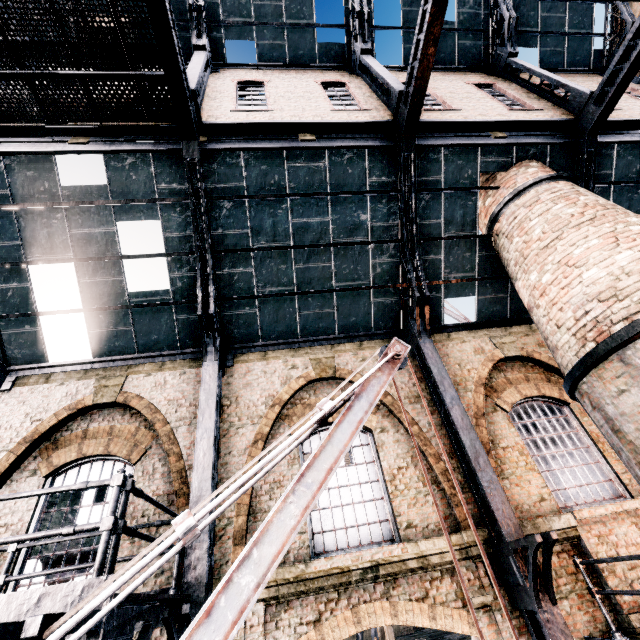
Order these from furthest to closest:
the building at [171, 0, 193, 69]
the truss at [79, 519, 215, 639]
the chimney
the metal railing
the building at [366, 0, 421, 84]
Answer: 1. the building at [366, 0, 421, 84]
2. the building at [171, 0, 193, 69]
3. the chimney
4. the metal railing
5. the truss at [79, 519, 215, 639]

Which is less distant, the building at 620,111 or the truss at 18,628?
the truss at 18,628

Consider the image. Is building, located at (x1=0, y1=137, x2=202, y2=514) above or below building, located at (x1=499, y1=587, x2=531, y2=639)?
above

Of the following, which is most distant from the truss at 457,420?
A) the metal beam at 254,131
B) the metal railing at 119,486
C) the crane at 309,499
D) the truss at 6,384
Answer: the truss at 6,384

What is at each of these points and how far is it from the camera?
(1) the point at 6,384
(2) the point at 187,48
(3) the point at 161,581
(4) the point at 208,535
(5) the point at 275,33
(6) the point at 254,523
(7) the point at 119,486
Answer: (1) truss, 8.7m
(2) building, 12.2m
(3) building, 6.5m
(4) truss, 6.0m
(5) building, 12.5m
(6) building, 7.1m
(7) metal railing, 3.9m

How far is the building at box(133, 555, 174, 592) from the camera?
6.4 meters

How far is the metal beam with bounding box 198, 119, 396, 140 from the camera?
8.8m

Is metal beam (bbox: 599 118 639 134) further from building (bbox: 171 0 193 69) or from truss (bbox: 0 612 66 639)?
truss (bbox: 0 612 66 639)
